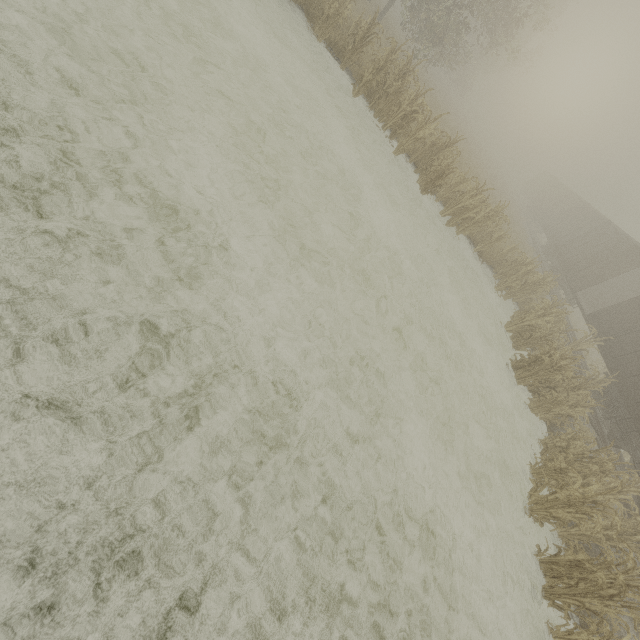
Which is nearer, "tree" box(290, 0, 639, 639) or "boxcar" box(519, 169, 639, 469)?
"tree" box(290, 0, 639, 639)

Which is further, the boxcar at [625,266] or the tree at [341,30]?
the boxcar at [625,266]

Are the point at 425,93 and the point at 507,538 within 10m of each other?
no
